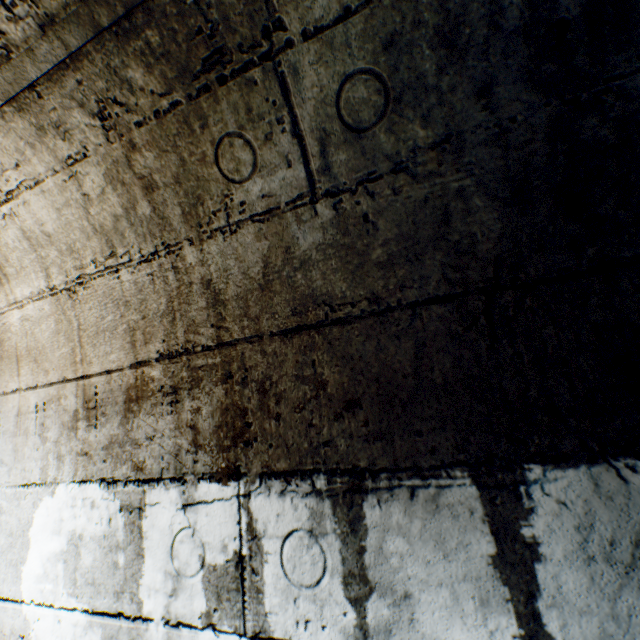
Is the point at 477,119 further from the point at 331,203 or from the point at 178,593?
the point at 178,593
